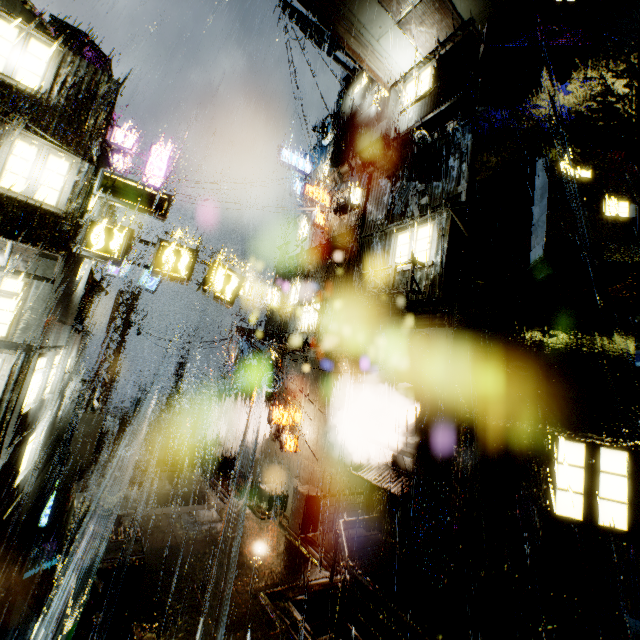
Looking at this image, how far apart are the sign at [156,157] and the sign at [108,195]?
10.2 meters

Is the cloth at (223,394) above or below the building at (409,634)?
above

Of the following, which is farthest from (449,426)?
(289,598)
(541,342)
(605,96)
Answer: (605,96)

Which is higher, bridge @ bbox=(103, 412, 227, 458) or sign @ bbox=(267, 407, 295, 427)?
sign @ bbox=(267, 407, 295, 427)

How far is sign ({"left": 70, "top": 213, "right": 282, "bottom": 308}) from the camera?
10.39m

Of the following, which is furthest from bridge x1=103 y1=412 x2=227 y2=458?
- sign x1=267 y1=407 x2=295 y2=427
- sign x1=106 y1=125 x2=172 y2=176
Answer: sign x1=106 y1=125 x2=172 y2=176

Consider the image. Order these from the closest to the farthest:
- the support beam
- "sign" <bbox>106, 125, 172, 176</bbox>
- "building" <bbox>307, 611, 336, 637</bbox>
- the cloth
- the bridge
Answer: the support beam → "building" <bbox>307, 611, 336, 637</bbox> → "sign" <bbox>106, 125, 172, 176</bbox> → the bridge → the cloth

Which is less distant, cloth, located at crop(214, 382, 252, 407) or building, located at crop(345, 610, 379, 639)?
building, located at crop(345, 610, 379, 639)
